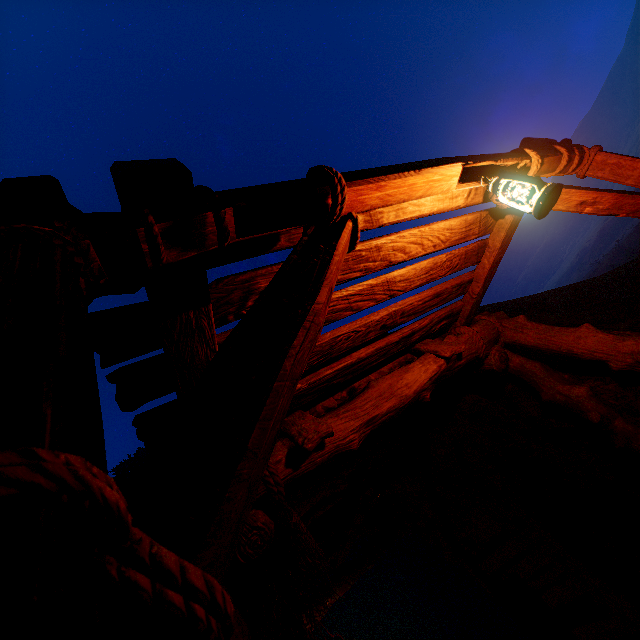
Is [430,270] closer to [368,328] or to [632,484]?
[368,328]

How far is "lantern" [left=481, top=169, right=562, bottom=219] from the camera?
2.1 meters

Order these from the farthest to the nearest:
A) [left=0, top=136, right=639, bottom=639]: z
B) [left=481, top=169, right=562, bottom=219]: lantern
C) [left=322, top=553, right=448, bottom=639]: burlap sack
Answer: [left=322, top=553, right=448, bottom=639]: burlap sack → [left=481, top=169, right=562, bottom=219]: lantern → [left=0, top=136, right=639, bottom=639]: z

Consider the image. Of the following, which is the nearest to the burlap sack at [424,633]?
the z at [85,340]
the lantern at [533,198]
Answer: the z at [85,340]

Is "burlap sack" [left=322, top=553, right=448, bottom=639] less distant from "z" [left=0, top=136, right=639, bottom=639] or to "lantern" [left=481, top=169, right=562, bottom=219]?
"z" [left=0, top=136, right=639, bottom=639]

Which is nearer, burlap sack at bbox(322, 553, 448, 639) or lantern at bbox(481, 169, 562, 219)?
lantern at bbox(481, 169, 562, 219)

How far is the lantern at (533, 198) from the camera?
2.1m

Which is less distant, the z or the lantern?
the z
